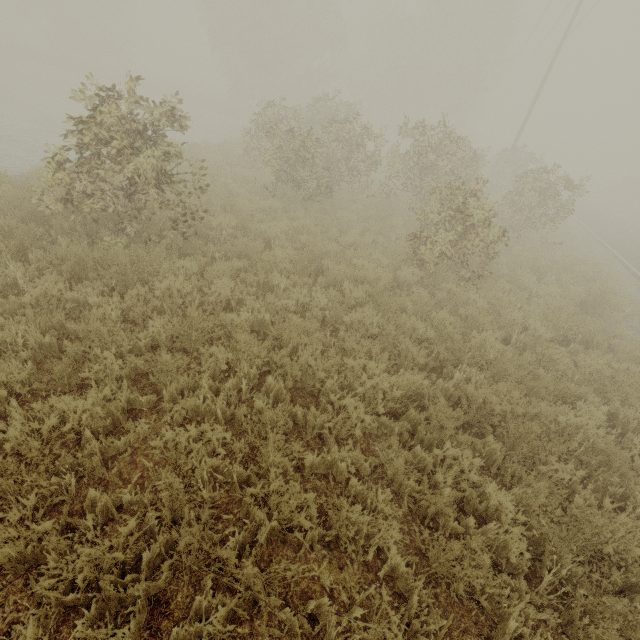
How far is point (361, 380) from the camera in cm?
444
